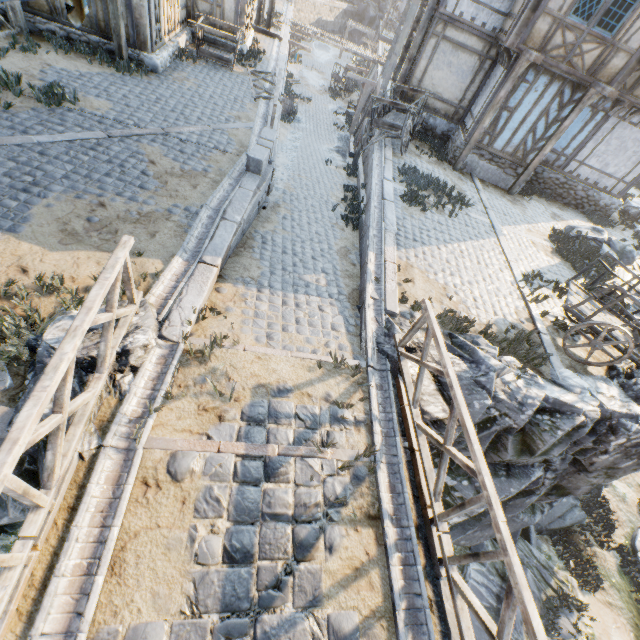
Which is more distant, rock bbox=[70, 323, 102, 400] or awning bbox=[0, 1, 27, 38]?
awning bbox=[0, 1, 27, 38]

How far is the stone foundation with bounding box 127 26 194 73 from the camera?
10.3m

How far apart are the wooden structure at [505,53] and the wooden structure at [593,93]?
2.7 meters

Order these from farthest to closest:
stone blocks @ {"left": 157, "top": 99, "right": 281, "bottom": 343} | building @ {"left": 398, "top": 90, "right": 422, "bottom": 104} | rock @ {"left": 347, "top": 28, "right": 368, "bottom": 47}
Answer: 1. rock @ {"left": 347, "top": 28, "right": 368, "bottom": 47}
2. building @ {"left": 398, "top": 90, "right": 422, "bottom": 104}
3. stone blocks @ {"left": 157, "top": 99, "right": 281, "bottom": 343}

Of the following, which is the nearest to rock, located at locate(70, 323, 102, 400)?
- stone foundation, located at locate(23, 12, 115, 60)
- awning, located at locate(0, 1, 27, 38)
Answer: stone foundation, located at locate(23, 12, 115, 60)

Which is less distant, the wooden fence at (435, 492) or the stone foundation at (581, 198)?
the wooden fence at (435, 492)

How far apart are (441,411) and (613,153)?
15.67m

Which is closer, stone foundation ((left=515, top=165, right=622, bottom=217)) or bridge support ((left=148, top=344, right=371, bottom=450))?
bridge support ((left=148, top=344, right=371, bottom=450))
